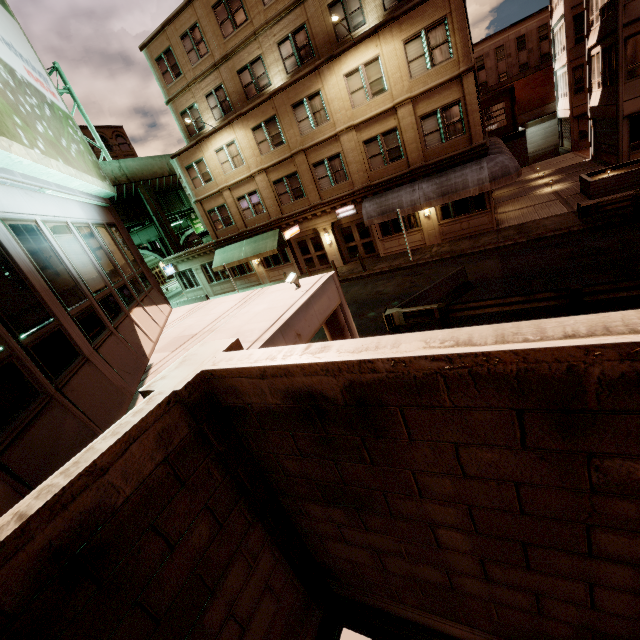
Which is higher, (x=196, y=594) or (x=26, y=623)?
(x=26, y=623)

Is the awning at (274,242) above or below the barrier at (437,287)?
above

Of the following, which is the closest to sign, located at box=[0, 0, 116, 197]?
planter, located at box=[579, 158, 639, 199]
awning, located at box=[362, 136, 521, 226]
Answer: awning, located at box=[362, 136, 521, 226]

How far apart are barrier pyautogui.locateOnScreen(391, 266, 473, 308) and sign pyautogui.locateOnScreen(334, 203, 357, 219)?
10.0 meters

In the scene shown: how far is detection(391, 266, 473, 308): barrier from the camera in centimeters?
1228cm

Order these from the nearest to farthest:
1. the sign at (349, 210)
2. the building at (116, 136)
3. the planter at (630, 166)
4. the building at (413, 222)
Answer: the planter at (630, 166), the building at (413, 222), the sign at (349, 210), the building at (116, 136)

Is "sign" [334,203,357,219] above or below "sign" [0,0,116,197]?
below

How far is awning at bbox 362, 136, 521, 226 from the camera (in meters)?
16.36
